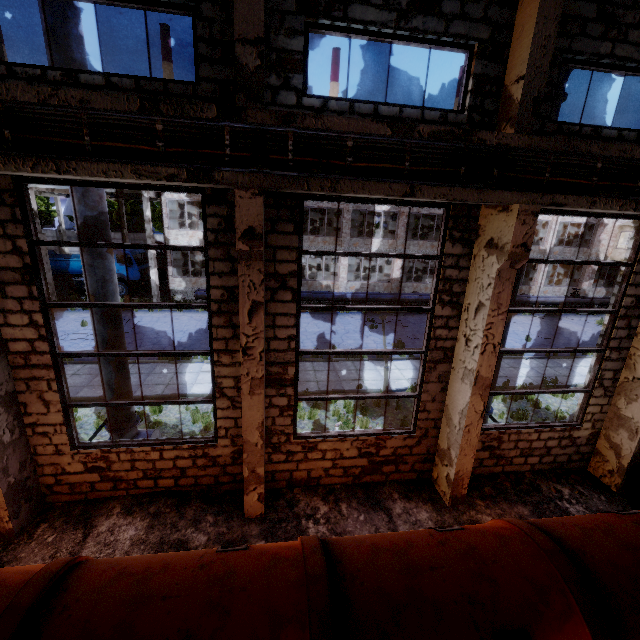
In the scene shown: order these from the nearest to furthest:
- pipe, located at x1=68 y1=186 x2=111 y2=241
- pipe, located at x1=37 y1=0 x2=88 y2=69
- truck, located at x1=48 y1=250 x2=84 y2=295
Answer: pipe, located at x1=37 y1=0 x2=88 y2=69 < pipe, located at x1=68 y1=186 x2=111 y2=241 < truck, located at x1=48 y1=250 x2=84 y2=295

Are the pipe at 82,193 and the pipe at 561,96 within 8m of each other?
no

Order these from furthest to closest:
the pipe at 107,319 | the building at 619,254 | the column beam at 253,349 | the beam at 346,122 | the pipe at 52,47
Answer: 1. the building at 619,254
2. the pipe at 107,319
3. the pipe at 52,47
4. the column beam at 253,349
5. the beam at 346,122

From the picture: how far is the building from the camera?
27.48m

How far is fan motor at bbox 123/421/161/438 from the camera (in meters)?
7.73

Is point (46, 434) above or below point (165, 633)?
below

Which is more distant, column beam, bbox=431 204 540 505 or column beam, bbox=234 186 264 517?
column beam, bbox=431 204 540 505

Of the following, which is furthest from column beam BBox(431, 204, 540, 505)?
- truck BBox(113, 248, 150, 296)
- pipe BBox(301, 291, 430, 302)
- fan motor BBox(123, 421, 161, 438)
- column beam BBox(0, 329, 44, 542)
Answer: truck BBox(113, 248, 150, 296)
